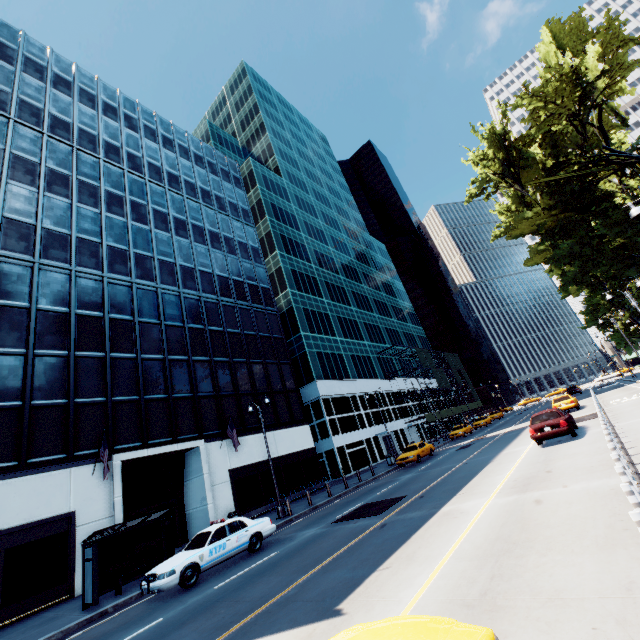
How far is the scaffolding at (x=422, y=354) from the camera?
52.6m

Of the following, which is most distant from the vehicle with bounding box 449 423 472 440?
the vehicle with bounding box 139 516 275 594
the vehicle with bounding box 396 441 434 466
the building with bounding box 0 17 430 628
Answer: the vehicle with bounding box 139 516 275 594

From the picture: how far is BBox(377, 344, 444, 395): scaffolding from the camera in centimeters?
5261cm

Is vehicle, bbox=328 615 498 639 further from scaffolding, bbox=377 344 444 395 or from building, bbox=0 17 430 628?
scaffolding, bbox=377 344 444 395

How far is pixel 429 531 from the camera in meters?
8.9

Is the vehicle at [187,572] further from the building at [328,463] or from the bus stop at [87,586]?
the building at [328,463]

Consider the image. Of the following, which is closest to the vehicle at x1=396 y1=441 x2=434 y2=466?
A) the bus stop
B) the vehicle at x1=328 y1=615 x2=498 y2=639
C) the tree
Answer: the bus stop

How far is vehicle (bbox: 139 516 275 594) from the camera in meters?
10.9 m
